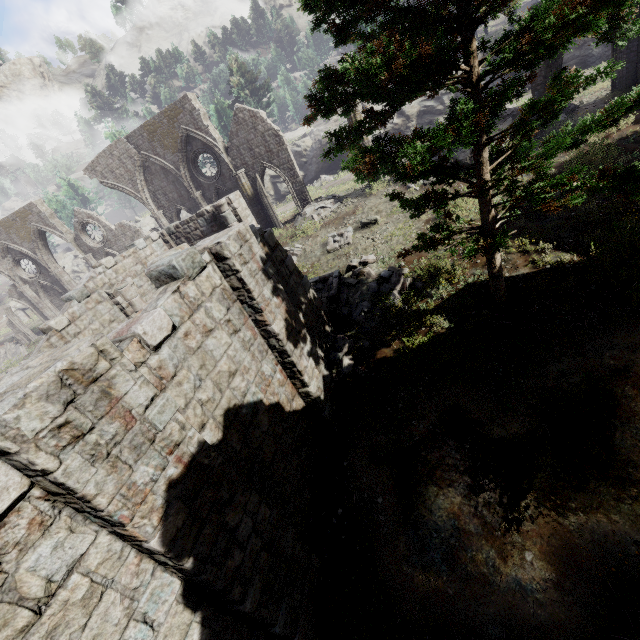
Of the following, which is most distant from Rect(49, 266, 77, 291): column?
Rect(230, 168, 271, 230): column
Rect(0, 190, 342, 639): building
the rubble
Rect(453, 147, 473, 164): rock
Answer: Rect(453, 147, 473, 164): rock

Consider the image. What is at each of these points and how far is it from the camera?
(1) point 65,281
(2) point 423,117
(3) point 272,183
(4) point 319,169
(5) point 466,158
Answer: (1) column, 28.5m
(2) rock, 28.1m
(3) rock, 35.7m
(4) rock, 33.2m
(5) rock, 15.4m

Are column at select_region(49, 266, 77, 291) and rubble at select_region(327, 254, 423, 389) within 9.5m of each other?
no

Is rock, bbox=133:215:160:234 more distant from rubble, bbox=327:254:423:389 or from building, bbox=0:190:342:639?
rubble, bbox=327:254:423:389

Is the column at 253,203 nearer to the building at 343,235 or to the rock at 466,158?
the building at 343,235

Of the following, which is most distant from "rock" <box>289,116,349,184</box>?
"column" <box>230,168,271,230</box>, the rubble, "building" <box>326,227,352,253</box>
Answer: the rubble

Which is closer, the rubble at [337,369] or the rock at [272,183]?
the rubble at [337,369]

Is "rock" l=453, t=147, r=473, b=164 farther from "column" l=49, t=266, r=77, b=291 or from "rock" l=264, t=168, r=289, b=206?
"column" l=49, t=266, r=77, b=291
